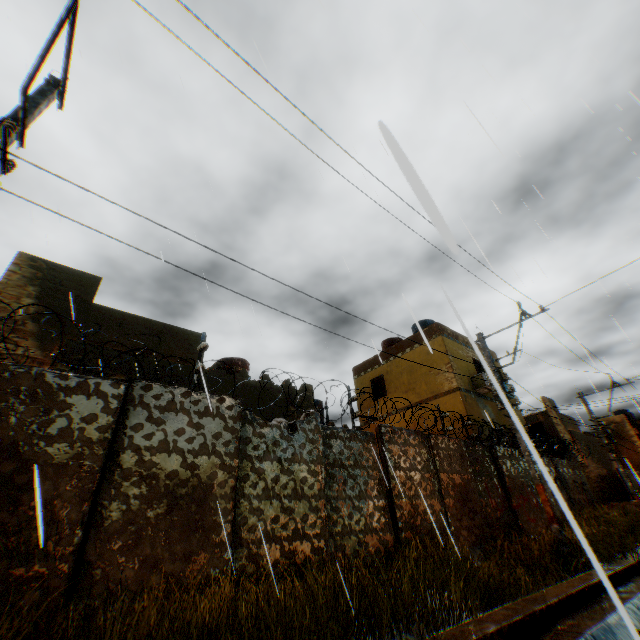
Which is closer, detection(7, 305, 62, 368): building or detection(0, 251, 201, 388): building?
detection(7, 305, 62, 368): building

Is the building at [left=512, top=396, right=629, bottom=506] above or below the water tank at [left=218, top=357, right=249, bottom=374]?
below

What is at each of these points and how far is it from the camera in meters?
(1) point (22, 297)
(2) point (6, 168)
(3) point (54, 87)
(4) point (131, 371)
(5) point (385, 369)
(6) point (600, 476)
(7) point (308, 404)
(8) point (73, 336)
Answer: (1) building, 9.0
(2) electric pole, 4.2
(3) electric pole, 4.8
(4) building, 9.7
(5) building, 20.0
(6) building, 24.6
(7) building, 13.4
(8) building, 9.3

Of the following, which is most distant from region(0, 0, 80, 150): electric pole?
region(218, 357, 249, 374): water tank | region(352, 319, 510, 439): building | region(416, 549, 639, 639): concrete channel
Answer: region(218, 357, 249, 374): water tank

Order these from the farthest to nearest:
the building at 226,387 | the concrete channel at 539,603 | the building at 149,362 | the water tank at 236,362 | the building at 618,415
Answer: the building at 618,415 < the water tank at 236,362 < the building at 226,387 < the building at 149,362 < the concrete channel at 539,603

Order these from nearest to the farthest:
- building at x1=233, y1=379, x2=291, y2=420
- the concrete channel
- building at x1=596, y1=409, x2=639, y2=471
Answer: the concrete channel → building at x1=233, y1=379, x2=291, y2=420 → building at x1=596, y1=409, x2=639, y2=471

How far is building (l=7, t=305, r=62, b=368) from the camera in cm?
841

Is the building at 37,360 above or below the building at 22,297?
below
